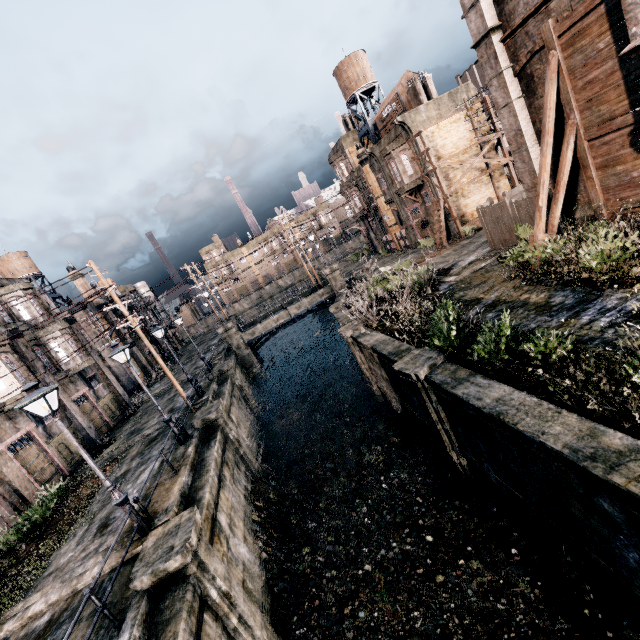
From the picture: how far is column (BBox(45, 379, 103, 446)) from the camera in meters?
22.5 m

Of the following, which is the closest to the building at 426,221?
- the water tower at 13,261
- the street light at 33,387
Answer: the street light at 33,387

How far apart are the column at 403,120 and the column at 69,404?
33.6m

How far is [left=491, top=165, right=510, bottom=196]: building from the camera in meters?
31.1 m

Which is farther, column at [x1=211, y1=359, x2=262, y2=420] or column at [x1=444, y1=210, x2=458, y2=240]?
column at [x1=444, y1=210, x2=458, y2=240]

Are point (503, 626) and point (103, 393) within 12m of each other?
no

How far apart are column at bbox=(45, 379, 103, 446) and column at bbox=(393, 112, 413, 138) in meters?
33.6

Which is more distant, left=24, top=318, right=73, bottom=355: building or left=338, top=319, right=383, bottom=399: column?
left=24, top=318, right=73, bottom=355: building
